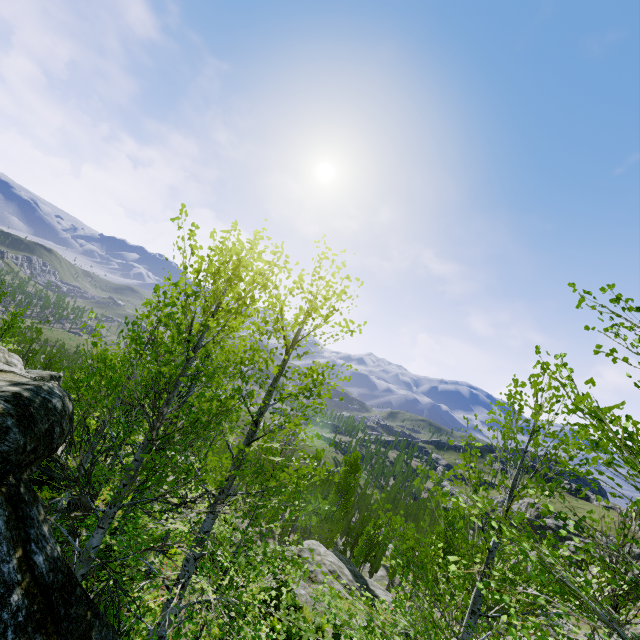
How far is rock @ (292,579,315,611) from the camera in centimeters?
1421cm

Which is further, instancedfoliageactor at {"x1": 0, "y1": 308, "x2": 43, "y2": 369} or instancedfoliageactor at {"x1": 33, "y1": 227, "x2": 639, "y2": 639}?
instancedfoliageactor at {"x1": 0, "y1": 308, "x2": 43, "y2": 369}

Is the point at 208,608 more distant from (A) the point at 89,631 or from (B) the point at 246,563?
(A) the point at 89,631

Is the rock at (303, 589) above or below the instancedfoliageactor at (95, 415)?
above

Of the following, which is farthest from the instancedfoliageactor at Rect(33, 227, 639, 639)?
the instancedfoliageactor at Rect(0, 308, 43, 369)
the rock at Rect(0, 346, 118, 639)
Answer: the instancedfoliageactor at Rect(0, 308, 43, 369)

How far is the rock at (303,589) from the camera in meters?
14.2

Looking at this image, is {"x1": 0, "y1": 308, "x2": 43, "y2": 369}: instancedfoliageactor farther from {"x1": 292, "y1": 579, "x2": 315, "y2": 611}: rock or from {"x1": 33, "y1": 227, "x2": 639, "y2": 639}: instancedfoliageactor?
{"x1": 33, "y1": 227, "x2": 639, "y2": 639}: instancedfoliageactor
